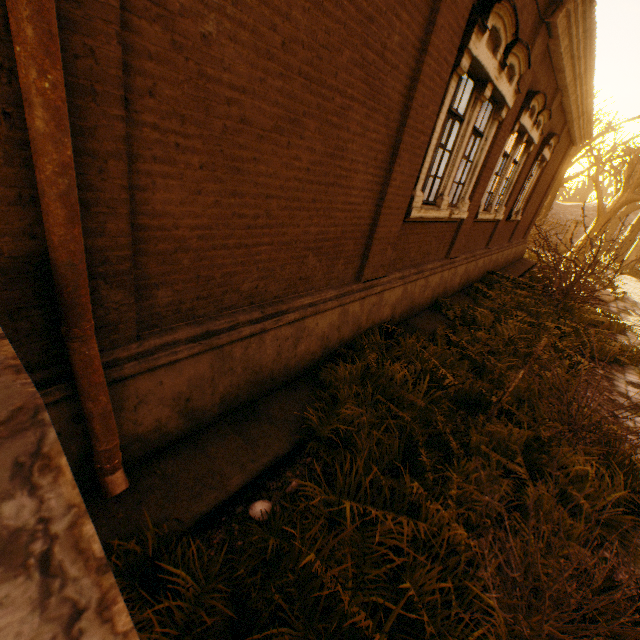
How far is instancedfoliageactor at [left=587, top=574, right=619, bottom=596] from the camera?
2.28m

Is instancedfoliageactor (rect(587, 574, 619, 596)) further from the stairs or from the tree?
the tree

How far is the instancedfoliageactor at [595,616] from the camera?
2.2 meters

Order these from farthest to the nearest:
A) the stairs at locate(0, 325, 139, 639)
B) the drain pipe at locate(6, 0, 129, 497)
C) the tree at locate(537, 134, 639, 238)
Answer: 1. the tree at locate(537, 134, 639, 238)
2. the drain pipe at locate(6, 0, 129, 497)
3. the stairs at locate(0, 325, 139, 639)

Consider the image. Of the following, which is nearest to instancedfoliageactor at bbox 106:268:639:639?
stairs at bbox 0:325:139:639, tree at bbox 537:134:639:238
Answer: stairs at bbox 0:325:139:639

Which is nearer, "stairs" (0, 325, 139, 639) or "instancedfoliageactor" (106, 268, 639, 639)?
"stairs" (0, 325, 139, 639)

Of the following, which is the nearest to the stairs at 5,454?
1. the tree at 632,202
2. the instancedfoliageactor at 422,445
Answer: the instancedfoliageactor at 422,445

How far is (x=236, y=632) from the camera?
2.0m
